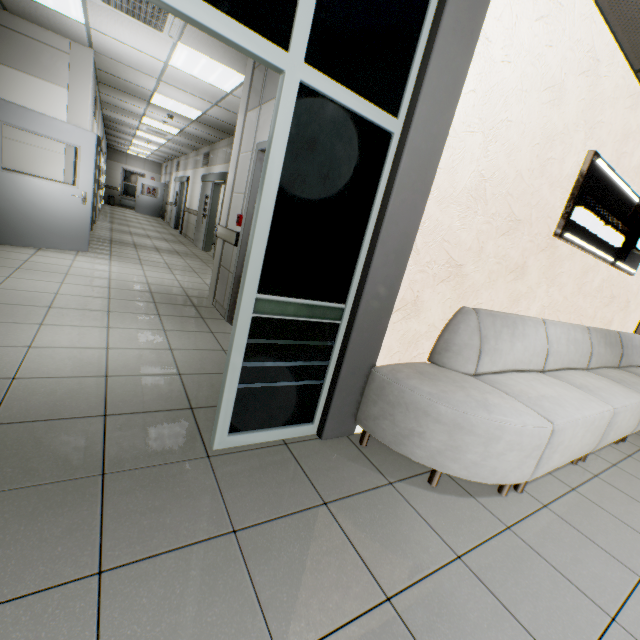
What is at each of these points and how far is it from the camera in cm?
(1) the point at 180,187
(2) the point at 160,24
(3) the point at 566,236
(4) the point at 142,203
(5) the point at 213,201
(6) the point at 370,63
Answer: (1) doorway, 1455
(2) air conditioning vent, 378
(3) sign, 300
(4) door, 1906
(5) doorway, 991
(6) doorway, 162

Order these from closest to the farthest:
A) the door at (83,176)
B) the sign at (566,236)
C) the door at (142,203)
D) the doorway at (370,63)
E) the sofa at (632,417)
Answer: the doorway at (370,63) → the sofa at (632,417) → the sign at (566,236) → the door at (83,176) → the door at (142,203)

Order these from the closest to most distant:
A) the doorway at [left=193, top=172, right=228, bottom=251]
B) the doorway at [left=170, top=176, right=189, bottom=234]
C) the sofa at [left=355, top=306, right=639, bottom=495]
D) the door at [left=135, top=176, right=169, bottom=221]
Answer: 1. the sofa at [left=355, top=306, right=639, bottom=495]
2. the doorway at [left=193, top=172, right=228, bottom=251]
3. the doorway at [left=170, top=176, right=189, bottom=234]
4. the door at [left=135, top=176, right=169, bottom=221]

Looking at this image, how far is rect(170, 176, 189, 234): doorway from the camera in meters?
13.2 m

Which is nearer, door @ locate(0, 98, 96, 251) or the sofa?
the sofa

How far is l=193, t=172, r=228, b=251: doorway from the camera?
9.01m

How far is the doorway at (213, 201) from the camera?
9.0m

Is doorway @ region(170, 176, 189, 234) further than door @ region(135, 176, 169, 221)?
No
